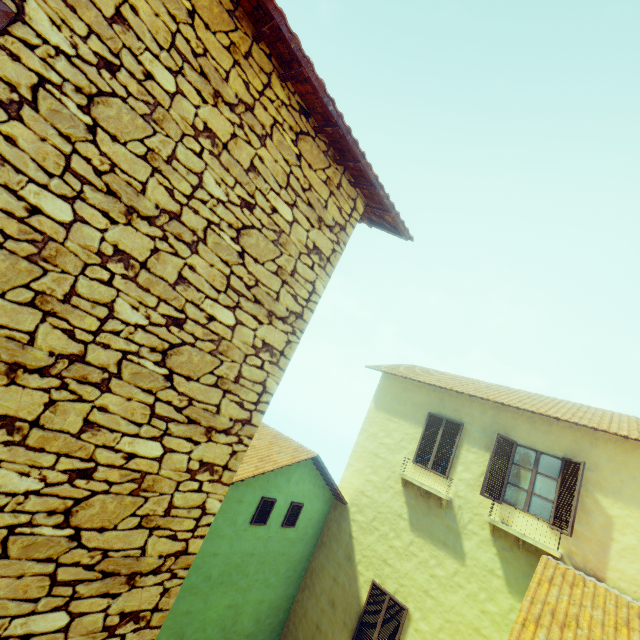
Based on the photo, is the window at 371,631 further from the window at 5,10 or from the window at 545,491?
the window at 545,491

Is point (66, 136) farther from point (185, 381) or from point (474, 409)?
point (474, 409)

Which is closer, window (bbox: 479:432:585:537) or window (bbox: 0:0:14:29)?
window (bbox: 0:0:14:29)

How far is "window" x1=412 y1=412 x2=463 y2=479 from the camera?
9.4m

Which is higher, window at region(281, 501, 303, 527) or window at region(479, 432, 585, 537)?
window at region(479, 432, 585, 537)

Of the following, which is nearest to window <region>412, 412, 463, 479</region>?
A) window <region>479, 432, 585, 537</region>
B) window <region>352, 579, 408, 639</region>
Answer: window <region>479, 432, 585, 537</region>

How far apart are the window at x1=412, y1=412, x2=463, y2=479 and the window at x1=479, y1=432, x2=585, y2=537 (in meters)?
1.02

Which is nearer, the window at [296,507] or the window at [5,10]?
the window at [5,10]
